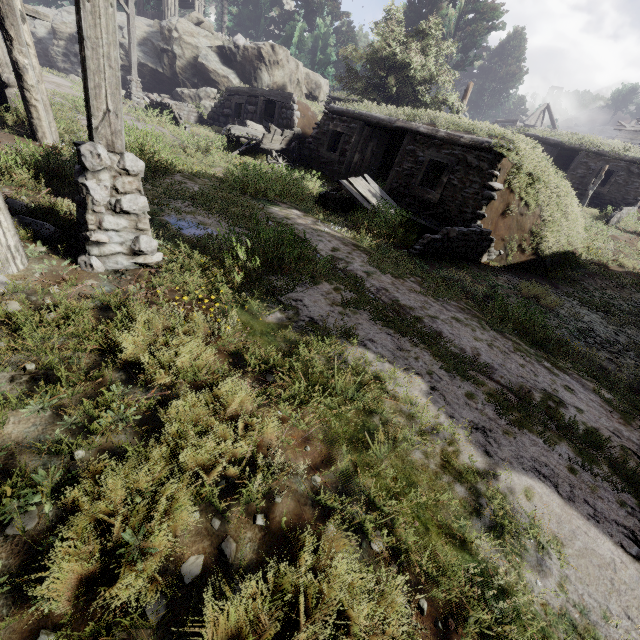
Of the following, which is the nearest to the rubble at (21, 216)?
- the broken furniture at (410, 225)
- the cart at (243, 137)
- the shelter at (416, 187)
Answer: the shelter at (416, 187)

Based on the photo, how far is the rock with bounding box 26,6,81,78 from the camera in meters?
21.6 m

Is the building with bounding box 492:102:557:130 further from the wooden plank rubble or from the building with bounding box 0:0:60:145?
the building with bounding box 0:0:60:145

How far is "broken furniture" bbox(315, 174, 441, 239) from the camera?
A: 8.2 meters

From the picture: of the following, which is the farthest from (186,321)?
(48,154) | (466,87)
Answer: (466,87)

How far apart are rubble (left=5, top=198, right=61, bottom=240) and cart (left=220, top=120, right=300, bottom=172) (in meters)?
9.89

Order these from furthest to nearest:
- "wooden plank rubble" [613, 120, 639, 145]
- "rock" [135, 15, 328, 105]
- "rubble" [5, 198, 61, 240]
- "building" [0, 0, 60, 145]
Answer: "wooden plank rubble" [613, 120, 639, 145] → "rock" [135, 15, 328, 105] → "building" [0, 0, 60, 145] → "rubble" [5, 198, 61, 240]

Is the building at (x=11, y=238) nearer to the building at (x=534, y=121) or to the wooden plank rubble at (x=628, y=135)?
the wooden plank rubble at (x=628, y=135)
